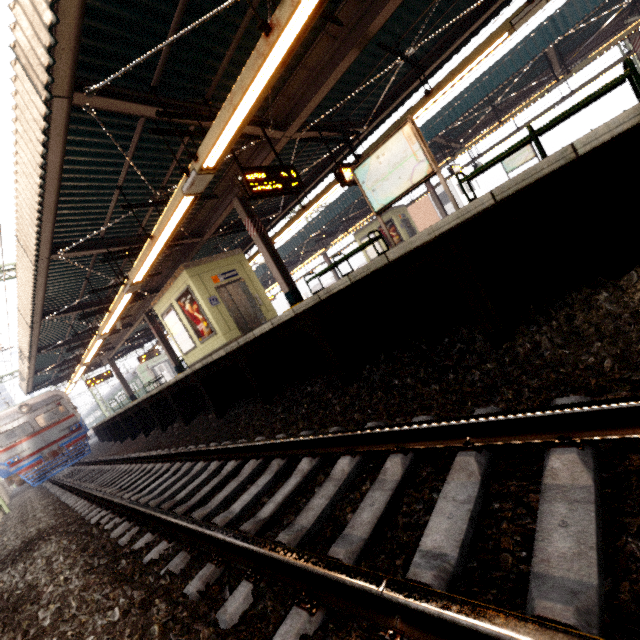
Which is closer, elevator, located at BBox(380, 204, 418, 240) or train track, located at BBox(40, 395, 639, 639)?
train track, located at BBox(40, 395, 639, 639)

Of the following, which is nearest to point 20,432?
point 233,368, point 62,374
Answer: point 62,374

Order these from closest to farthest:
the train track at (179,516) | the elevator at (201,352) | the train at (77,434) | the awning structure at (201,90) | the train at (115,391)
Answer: the train track at (179,516), the awning structure at (201,90), the elevator at (201,352), the train at (77,434), the train at (115,391)

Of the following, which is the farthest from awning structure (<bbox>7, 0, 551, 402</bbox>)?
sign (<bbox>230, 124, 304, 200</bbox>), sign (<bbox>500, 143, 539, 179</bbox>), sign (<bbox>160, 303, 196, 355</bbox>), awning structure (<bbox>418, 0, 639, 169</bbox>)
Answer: sign (<bbox>500, 143, 539, 179</bbox>)

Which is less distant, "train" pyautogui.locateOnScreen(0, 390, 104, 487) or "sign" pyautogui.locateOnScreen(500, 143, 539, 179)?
"train" pyautogui.locateOnScreen(0, 390, 104, 487)

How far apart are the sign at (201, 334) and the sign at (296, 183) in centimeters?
512cm

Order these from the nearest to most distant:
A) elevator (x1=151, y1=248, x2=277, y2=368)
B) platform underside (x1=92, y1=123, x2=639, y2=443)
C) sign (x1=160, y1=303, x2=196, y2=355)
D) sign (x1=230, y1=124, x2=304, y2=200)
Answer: platform underside (x1=92, y1=123, x2=639, y2=443), sign (x1=230, y1=124, x2=304, y2=200), elevator (x1=151, y1=248, x2=277, y2=368), sign (x1=160, y1=303, x2=196, y2=355)

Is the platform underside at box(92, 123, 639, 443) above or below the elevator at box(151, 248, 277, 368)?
below
